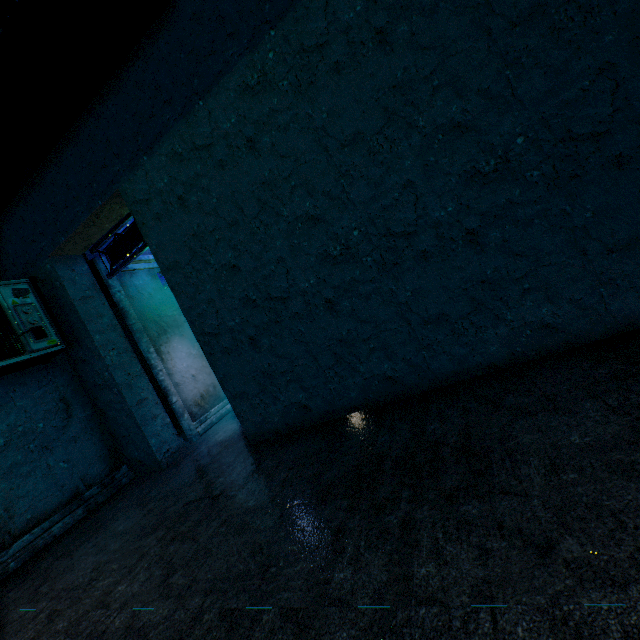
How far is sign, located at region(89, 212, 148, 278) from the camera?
4.20m

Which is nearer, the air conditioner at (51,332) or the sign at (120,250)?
the air conditioner at (51,332)

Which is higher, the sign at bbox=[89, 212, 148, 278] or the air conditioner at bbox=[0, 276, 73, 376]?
the sign at bbox=[89, 212, 148, 278]

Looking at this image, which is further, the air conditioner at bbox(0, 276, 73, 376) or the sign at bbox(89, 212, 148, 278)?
the sign at bbox(89, 212, 148, 278)

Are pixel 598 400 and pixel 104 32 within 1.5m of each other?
no

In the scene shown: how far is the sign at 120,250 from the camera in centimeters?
420cm
